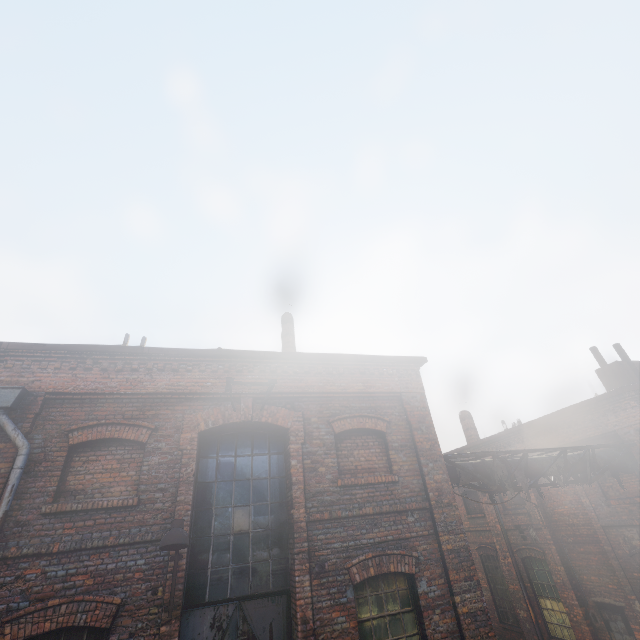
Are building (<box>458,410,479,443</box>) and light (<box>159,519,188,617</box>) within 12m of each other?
no

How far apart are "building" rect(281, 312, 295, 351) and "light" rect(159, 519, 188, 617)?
5.83m

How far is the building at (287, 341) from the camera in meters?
11.6 m

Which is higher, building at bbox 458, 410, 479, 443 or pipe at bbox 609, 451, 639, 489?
building at bbox 458, 410, 479, 443

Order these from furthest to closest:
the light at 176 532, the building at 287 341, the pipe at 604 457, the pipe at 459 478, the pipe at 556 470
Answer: the building at 287 341 → the pipe at 604 457 → the pipe at 556 470 → the pipe at 459 478 → the light at 176 532

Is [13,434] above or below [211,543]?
above

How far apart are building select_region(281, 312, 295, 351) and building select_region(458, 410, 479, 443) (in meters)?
12.91

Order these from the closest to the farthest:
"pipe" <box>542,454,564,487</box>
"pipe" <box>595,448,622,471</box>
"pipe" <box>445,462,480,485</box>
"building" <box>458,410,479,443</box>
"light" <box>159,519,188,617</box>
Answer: "light" <box>159,519,188,617</box> → "pipe" <box>445,462,480,485</box> → "pipe" <box>542,454,564,487</box> → "pipe" <box>595,448,622,471</box> → "building" <box>458,410,479,443</box>
